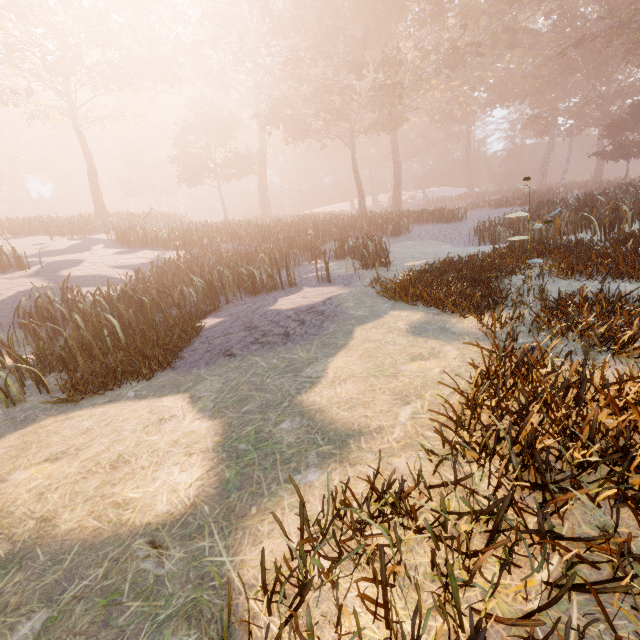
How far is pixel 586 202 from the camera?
18.8 meters
